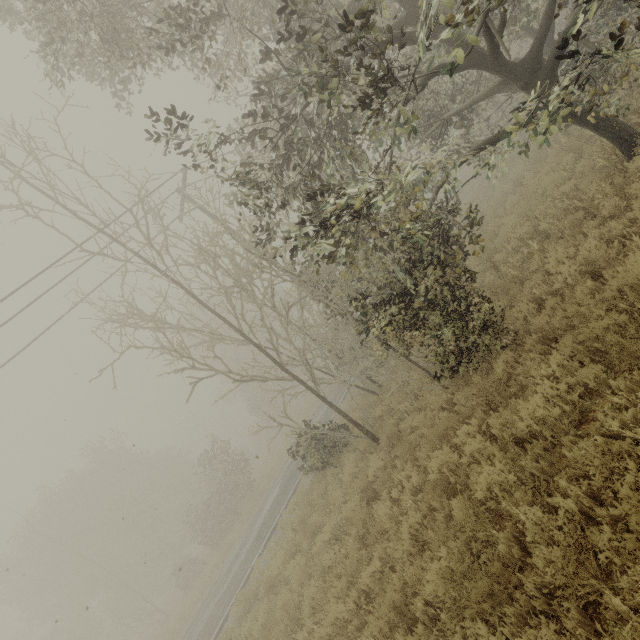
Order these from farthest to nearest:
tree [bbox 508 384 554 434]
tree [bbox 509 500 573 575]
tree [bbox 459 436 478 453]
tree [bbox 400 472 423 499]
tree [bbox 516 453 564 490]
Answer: tree [bbox 400 472 423 499] < tree [bbox 459 436 478 453] < tree [bbox 508 384 554 434] < tree [bbox 516 453 564 490] < tree [bbox 509 500 573 575]

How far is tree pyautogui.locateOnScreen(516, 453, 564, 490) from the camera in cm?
403

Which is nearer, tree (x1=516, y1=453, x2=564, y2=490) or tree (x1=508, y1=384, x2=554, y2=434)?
tree (x1=516, y1=453, x2=564, y2=490)

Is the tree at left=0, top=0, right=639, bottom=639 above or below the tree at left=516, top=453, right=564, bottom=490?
above

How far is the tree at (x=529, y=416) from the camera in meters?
4.5

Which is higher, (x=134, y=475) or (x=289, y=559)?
(x=134, y=475)

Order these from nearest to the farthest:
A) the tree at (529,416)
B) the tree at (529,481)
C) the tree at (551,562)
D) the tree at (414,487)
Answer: the tree at (551,562) → the tree at (529,481) → the tree at (529,416) → the tree at (414,487)
